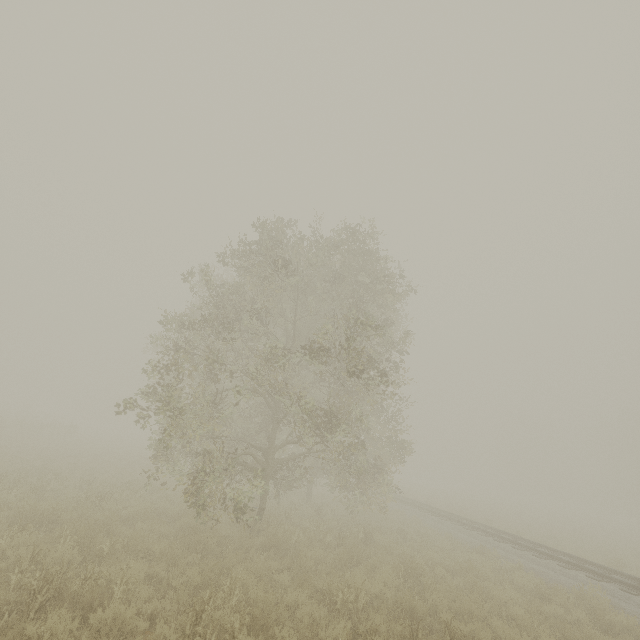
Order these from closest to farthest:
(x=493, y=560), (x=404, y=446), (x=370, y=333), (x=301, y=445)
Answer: (x=370, y=333), (x=301, y=445), (x=493, y=560), (x=404, y=446)

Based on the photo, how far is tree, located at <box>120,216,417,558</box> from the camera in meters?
9.6 m

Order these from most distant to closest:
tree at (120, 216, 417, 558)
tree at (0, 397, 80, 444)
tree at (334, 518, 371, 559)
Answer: tree at (0, 397, 80, 444) → tree at (334, 518, 371, 559) → tree at (120, 216, 417, 558)

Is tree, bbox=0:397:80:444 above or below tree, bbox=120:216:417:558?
below

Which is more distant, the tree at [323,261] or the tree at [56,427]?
the tree at [56,427]

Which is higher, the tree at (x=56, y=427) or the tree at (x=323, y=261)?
the tree at (x=323, y=261)
